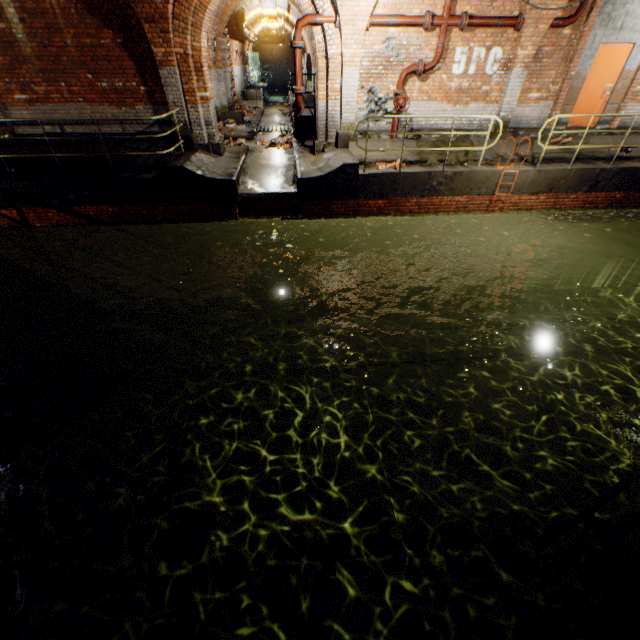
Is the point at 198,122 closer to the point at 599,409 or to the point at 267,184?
the point at 267,184

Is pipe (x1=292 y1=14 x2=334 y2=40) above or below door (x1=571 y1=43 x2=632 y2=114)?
above

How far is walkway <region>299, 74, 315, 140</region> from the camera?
11.8m

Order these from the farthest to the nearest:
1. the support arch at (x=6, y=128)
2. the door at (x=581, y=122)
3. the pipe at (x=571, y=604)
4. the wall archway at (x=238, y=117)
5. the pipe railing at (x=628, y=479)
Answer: the wall archway at (x=238, y=117) → the door at (x=581, y=122) → the support arch at (x=6, y=128) → the pipe at (x=571, y=604) → the pipe railing at (x=628, y=479)

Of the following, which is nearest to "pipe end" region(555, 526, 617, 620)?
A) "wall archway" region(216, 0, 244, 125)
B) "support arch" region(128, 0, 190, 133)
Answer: "support arch" region(128, 0, 190, 133)

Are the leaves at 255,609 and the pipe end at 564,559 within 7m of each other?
yes

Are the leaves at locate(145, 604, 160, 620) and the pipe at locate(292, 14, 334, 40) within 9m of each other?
no

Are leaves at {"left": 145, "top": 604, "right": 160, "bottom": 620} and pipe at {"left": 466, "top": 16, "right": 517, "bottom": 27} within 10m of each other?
no
